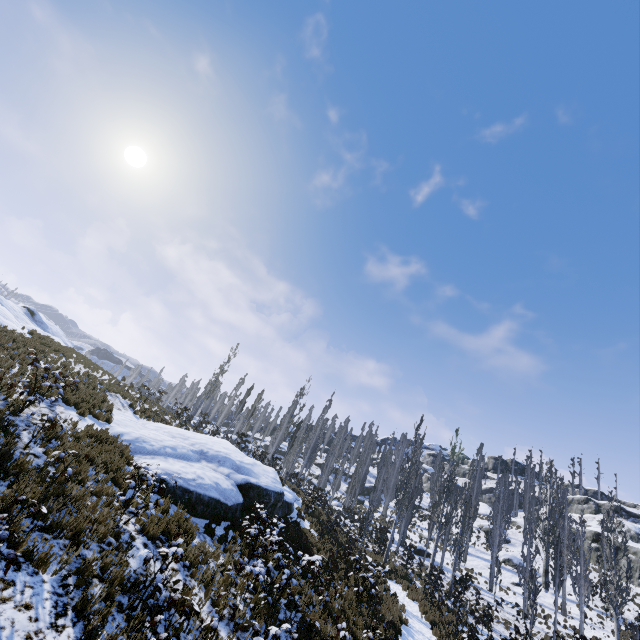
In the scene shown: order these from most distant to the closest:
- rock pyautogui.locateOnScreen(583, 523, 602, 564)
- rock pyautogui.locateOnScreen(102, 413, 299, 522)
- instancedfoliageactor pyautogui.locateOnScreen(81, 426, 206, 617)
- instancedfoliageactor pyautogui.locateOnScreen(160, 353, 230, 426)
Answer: rock pyautogui.locateOnScreen(583, 523, 602, 564), instancedfoliageactor pyautogui.locateOnScreen(160, 353, 230, 426), rock pyautogui.locateOnScreen(102, 413, 299, 522), instancedfoliageactor pyautogui.locateOnScreen(81, 426, 206, 617)

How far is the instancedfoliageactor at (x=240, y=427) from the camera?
29.06m

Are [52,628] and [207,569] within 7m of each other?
yes

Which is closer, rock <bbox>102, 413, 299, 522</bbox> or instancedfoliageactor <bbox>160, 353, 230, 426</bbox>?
rock <bbox>102, 413, 299, 522</bbox>

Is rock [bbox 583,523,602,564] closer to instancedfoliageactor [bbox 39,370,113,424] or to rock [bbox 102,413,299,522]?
instancedfoliageactor [bbox 39,370,113,424]

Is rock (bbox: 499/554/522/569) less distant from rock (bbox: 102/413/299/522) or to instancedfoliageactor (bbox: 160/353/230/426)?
instancedfoliageactor (bbox: 160/353/230/426)

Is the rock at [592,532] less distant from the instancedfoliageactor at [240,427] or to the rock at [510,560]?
the instancedfoliageactor at [240,427]

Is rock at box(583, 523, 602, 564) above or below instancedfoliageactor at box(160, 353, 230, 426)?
above
